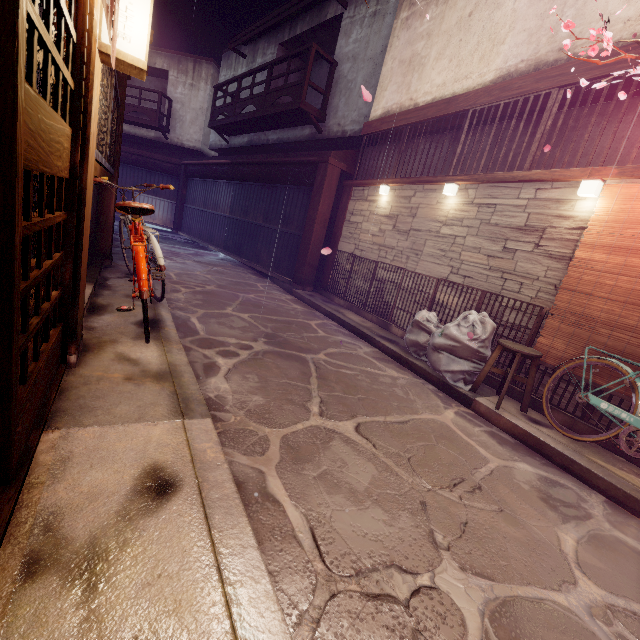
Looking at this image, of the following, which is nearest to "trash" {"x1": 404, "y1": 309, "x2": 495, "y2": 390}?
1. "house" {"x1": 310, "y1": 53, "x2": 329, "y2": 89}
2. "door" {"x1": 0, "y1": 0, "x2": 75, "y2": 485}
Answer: "door" {"x1": 0, "y1": 0, "x2": 75, "y2": 485}

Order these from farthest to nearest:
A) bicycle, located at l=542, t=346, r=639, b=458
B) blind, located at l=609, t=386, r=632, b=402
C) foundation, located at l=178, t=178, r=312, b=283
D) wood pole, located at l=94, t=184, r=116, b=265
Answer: foundation, located at l=178, t=178, r=312, b=283 → wood pole, located at l=94, t=184, r=116, b=265 → blind, located at l=609, t=386, r=632, b=402 → bicycle, located at l=542, t=346, r=639, b=458

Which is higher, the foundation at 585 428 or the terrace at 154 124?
the terrace at 154 124

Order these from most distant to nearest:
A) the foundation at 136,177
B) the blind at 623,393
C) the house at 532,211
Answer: the foundation at 136,177, the house at 532,211, the blind at 623,393

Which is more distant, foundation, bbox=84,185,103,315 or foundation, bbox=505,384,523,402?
foundation, bbox=505,384,523,402

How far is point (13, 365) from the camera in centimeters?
234cm

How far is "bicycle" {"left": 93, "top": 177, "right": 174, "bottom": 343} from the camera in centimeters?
493cm

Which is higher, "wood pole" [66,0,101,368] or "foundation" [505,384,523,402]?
"wood pole" [66,0,101,368]
